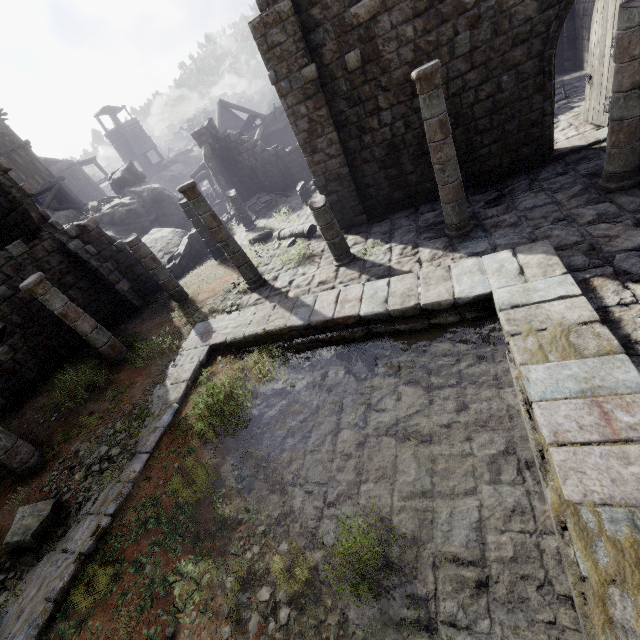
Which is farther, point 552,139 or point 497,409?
point 552,139

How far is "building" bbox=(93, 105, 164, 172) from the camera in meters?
42.3

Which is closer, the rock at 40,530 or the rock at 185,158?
the rock at 40,530

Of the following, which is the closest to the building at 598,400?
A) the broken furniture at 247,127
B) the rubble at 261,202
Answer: the rubble at 261,202

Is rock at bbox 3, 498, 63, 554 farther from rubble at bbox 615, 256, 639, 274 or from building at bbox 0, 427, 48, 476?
rubble at bbox 615, 256, 639, 274

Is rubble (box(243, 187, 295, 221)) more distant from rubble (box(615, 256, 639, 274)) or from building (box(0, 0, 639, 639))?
rubble (box(615, 256, 639, 274))

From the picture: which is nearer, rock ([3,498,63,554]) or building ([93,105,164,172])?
rock ([3,498,63,554])
